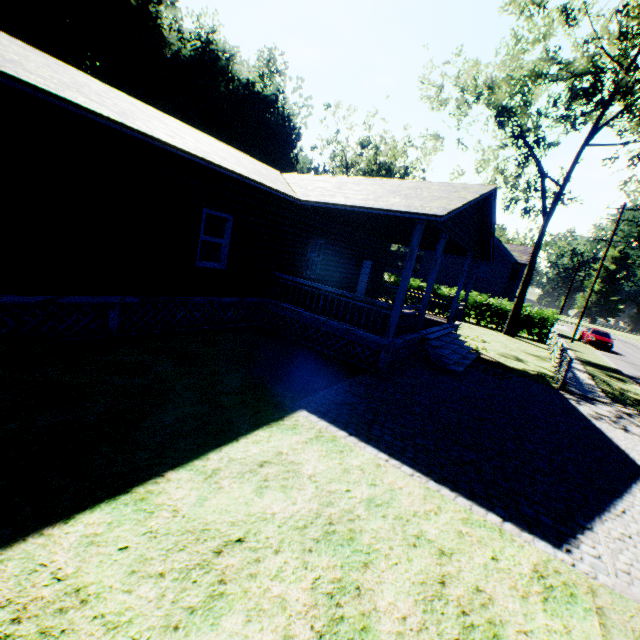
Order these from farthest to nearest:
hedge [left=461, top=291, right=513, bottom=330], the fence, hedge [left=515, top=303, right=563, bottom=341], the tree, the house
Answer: hedge [left=461, top=291, right=513, bottom=330]
hedge [left=515, top=303, right=563, bottom=341]
the tree
the fence
the house

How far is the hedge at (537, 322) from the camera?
24.8 meters

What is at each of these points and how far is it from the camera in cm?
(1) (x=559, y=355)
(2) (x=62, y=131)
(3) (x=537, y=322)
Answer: (1) fence, 1450
(2) house, 591
(3) hedge, 2534

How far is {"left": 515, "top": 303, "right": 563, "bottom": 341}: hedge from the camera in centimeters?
2483cm

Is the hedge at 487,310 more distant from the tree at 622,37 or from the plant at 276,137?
the plant at 276,137

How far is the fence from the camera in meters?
11.8 m

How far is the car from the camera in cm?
2800

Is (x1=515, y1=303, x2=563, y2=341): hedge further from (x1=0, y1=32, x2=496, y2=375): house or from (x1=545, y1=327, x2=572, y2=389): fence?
(x1=0, y1=32, x2=496, y2=375): house
